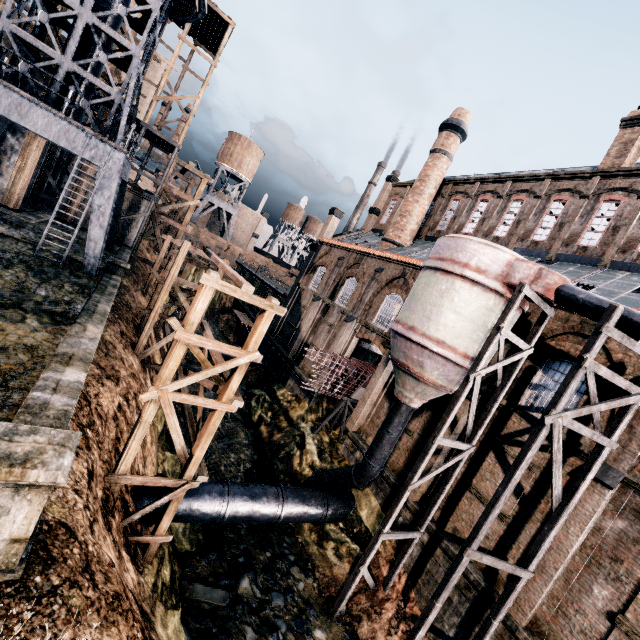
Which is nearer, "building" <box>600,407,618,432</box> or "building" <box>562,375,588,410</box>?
"building" <box>600,407,618,432</box>

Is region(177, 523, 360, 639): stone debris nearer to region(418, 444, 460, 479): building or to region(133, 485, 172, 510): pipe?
region(133, 485, 172, 510): pipe

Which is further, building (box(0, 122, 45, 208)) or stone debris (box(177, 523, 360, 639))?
building (box(0, 122, 45, 208))

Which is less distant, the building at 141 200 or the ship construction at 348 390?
the ship construction at 348 390

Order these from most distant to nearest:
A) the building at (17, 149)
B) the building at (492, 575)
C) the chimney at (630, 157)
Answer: the building at (17, 149) → the chimney at (630, 157) → the building at (492, 575)

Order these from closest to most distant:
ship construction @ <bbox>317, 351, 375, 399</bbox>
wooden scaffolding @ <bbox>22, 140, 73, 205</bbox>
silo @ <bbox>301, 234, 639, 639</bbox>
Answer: silo @ <bbox>301, 234, 639, 639</bbox> → ship construction @ <bbox>317, 351, 375, 399</bbox> → wooden scaffolding @ <bbox>22, 140, 73, 205</bbox>

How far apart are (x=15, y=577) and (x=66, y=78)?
23.7m

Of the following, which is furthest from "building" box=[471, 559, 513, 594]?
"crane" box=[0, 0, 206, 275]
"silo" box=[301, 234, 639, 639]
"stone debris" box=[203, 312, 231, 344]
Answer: "stone debris" box=[203, 312, 231, 344]
